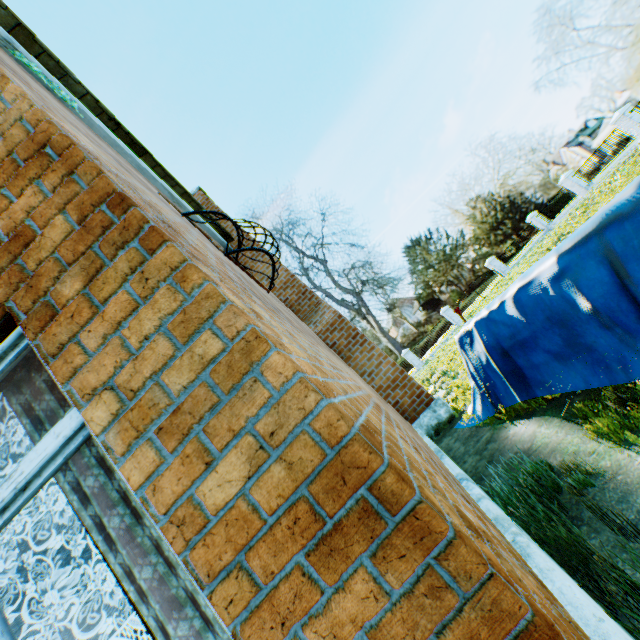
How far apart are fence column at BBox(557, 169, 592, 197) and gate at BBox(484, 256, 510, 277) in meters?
6.8

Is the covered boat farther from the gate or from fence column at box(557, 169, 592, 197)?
the gate

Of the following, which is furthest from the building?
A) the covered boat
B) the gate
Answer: the gate

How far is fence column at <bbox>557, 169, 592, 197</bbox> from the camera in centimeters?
2302cm

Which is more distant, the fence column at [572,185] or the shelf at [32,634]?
the fence column at [572,185]

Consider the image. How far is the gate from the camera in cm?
2828

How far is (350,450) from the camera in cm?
106

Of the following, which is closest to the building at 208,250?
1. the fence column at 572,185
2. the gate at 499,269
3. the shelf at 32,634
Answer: the shelf at 32,634
